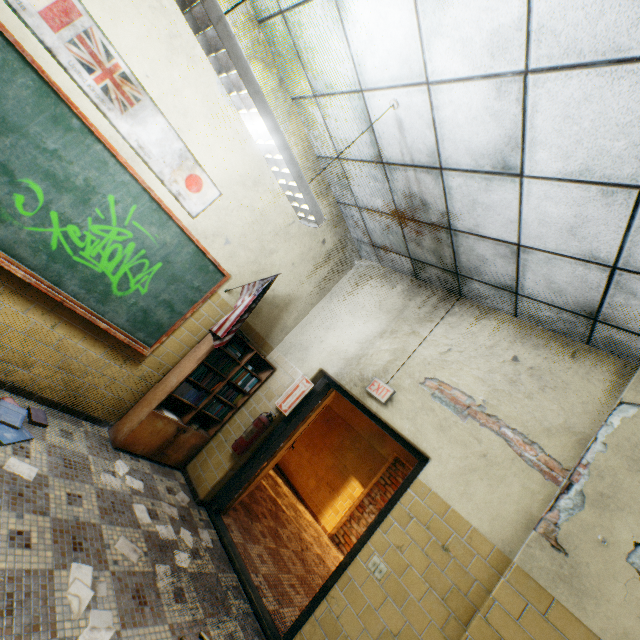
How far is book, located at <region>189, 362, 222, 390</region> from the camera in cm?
379

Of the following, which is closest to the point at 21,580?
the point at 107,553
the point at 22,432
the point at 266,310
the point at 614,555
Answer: the point at 107,553

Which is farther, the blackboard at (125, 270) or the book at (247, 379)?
the book at (247, 379)

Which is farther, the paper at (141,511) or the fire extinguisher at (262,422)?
the fire extinguisher at (262,422)

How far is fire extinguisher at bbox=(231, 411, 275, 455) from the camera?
3.8 meters

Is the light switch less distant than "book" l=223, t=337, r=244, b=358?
Yes

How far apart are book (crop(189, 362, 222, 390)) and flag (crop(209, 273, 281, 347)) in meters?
0.4 m

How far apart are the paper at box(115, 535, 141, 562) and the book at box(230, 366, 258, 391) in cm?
146
